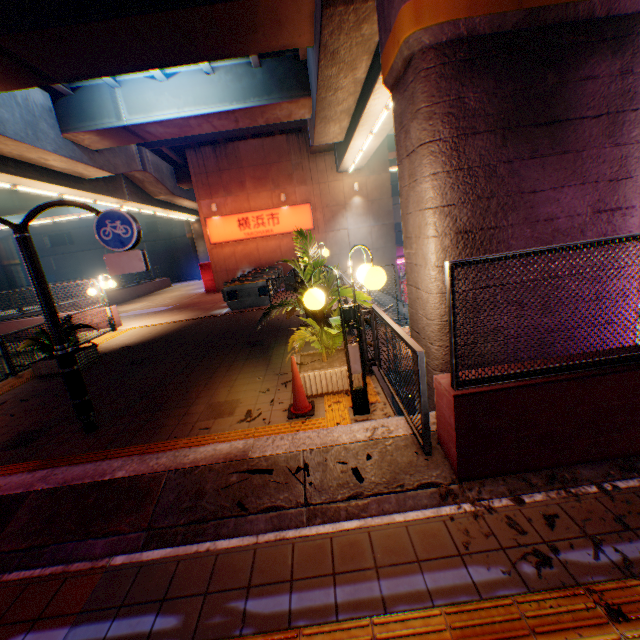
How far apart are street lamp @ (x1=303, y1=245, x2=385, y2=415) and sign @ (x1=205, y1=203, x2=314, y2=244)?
17.0 meters

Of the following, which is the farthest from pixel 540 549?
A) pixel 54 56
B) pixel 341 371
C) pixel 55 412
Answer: pixel 54 56

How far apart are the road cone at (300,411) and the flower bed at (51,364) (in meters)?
6.74

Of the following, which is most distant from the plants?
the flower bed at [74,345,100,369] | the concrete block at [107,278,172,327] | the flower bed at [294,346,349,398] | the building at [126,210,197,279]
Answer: the building at [126,210,197,279]

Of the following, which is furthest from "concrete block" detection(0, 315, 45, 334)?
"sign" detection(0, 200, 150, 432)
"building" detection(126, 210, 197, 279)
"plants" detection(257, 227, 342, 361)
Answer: "plants" detection(257, 227, 342, 361)

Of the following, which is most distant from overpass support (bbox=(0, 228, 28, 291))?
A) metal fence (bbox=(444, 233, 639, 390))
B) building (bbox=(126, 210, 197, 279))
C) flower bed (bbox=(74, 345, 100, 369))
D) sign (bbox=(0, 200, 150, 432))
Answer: building (bbox=(126, 210, 197, 279))

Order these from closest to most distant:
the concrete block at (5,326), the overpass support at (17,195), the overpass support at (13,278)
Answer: the concrete block at (5,326) → the overpass support at (17,195) → the overpass support at (13,278)

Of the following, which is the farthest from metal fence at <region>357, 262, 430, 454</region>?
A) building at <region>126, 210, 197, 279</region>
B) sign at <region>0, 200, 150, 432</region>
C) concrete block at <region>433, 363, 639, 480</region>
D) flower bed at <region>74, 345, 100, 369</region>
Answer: building at <region>126, 210, 197, 279</region>
